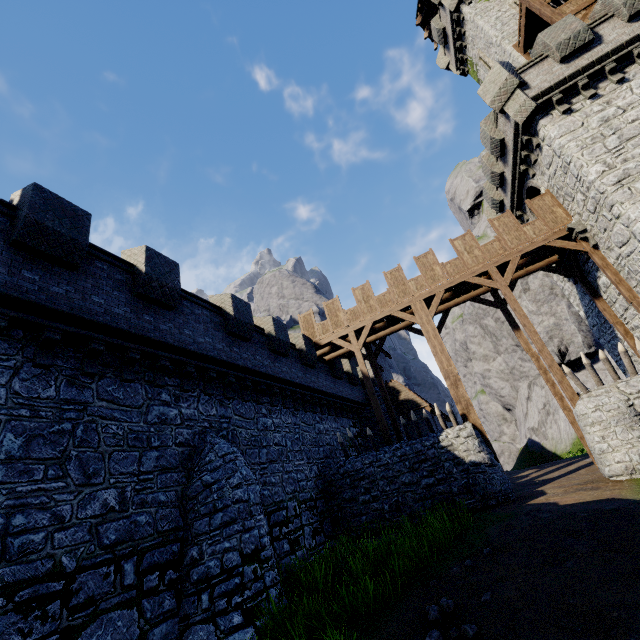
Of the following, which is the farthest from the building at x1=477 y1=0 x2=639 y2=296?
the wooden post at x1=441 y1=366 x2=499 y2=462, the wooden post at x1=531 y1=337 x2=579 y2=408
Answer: the wooden post at x1=441 y1=366 x2=499 y2=462

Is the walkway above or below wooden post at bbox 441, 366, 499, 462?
above

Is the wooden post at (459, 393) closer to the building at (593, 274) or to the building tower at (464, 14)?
the building at (593, 274)

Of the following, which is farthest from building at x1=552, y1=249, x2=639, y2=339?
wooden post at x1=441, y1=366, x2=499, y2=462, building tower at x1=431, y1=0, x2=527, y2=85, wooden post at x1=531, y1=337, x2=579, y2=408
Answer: wooden post at x1=441, y1=366, x2=499, y2=462

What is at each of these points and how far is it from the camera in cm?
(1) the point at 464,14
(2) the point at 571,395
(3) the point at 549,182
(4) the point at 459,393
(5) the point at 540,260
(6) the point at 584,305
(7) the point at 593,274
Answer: (1) building tower, 2298
(2) wooden post, 1302
(3) building, 1558
(4) wooden post, 1494
(5) walkway, 1742
(6) building, 1805
(7) building, 1562

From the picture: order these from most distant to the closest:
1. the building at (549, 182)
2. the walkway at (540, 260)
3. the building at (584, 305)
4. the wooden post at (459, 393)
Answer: the building at (584, 305) < the walkway at (540, 260) < the wooden post at (459, 393) < the building at (549, 182)

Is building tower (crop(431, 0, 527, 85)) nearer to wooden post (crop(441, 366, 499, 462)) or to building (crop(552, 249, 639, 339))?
building (crop(552, 249, 639, 339))
